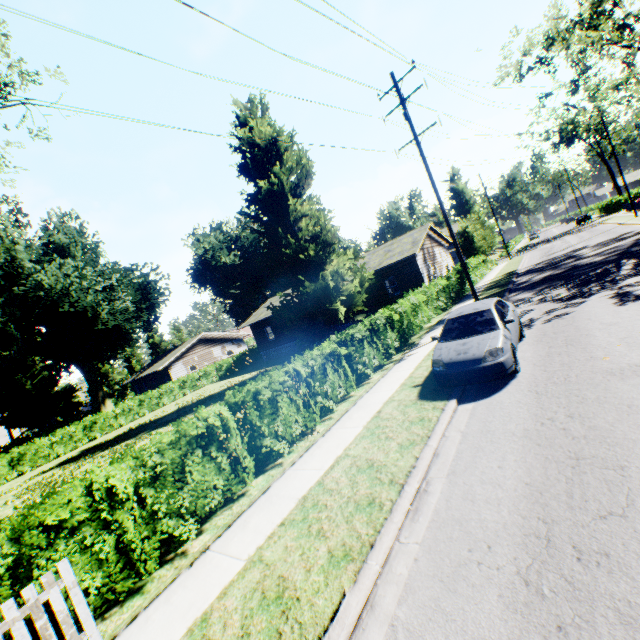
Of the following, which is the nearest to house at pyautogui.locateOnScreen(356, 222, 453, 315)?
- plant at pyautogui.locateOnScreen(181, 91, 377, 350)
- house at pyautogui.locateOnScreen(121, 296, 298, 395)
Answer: plant at pyautogui.locateOnScreen(181, 91, 377, 350)

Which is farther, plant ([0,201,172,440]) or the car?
plant ([0,201,172,440])

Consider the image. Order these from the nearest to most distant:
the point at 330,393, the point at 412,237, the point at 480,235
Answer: the point at 330,393, the point at 412,237, the point at 480,235

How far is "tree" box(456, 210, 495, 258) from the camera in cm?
3501

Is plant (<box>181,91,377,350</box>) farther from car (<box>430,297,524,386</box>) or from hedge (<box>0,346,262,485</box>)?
car (<box>430,297,524,386</box>)

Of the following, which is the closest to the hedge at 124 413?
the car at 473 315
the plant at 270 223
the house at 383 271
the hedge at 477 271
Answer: A: the plant at 270 223

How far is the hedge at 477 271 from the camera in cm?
2919

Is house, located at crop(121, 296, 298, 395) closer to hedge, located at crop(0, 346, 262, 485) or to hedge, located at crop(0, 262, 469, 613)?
hedge, located at crop(0, 346, 262, 485)
